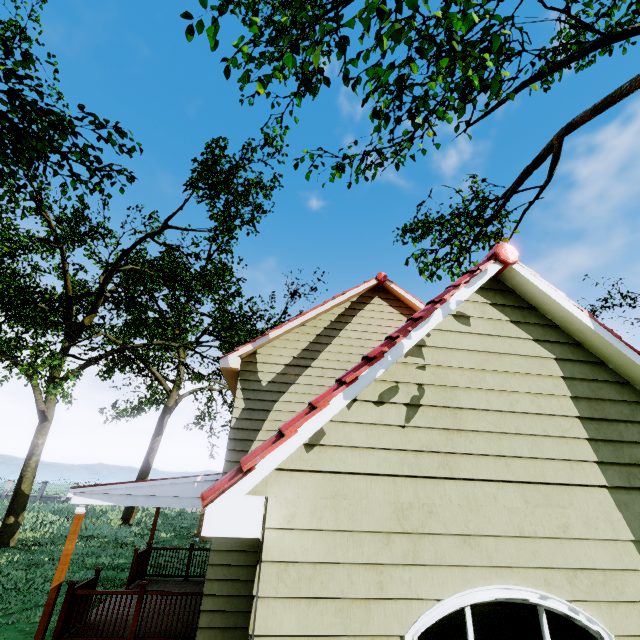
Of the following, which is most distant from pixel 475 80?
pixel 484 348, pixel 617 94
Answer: pixel 617 94

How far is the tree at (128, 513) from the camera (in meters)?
22.52

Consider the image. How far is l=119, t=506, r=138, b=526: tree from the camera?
22.5 meters

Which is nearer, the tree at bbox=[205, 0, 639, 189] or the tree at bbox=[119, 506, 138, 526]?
the tree at bbox=[205, 0, 639, 189]

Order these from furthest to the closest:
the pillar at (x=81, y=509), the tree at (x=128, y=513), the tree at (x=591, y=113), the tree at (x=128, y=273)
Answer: the tree at (x=128, y=513) < the tree at (x=591, y=113) < the pillar at (x=81, y=509) < the tree at (x=128, y=273)

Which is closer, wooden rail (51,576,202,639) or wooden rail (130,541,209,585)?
wooden rail (51,576,202,639)

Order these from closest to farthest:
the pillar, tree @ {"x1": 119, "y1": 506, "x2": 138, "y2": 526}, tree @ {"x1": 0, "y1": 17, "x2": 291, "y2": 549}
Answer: tree @ {"x1": 0, "y1": 17, "x2": 291, "y2": 549}, the pillar, tree @ {"x1": 119, "y1": 506, "x2": 138, "y2": 526}

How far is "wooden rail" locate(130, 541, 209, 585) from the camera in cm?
1031
